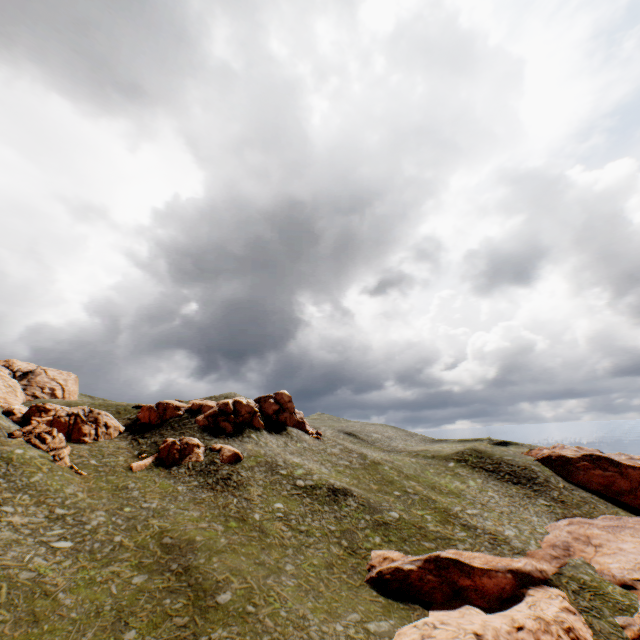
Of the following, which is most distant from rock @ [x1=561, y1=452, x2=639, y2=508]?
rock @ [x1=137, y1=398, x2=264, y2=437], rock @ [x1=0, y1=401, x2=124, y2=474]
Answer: rock @ [x1=0, y1=401, x2=124, y2=474]

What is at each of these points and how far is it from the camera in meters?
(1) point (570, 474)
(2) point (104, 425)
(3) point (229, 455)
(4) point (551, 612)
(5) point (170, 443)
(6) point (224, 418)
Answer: (1) rock, 59.4
(2) rock, 50.5
(3) rock, 45.5
(4) rock, 25.8
(5) rock, 47.6
(6) rock, 55.1

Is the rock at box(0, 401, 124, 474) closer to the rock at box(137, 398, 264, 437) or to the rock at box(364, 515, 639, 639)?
the rock at box(137, 398, 264, 437)

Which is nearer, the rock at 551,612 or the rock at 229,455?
the rock at 551,612

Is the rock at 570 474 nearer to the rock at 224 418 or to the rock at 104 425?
the rock at 224 418

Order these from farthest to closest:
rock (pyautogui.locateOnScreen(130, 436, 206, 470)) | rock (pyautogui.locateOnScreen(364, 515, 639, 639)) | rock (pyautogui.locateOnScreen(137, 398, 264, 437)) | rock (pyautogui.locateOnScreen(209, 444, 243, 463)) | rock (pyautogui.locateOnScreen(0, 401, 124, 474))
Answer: rock (pyautogui.locateOnScreen(137, 398, 264, 437)) → rock (pyautogui.locateOnScreen(209, 444, 243, 463)) → rock (pyautogui.locateOnScreen(130, 436, 206, 470)) → rock (pyautogui.locateOnScreen(0, 401, 124, 474)) → rock (pyautogui.locateOnScreen(364, 515, 639, 639))
